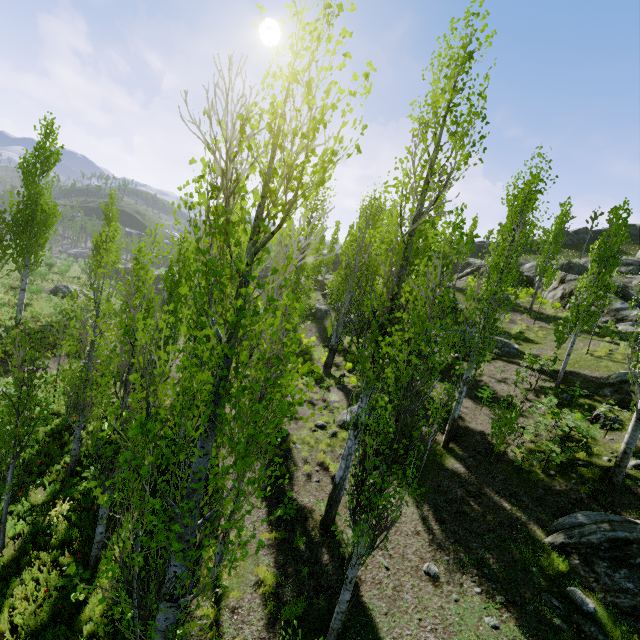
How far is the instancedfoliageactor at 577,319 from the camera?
13.2m

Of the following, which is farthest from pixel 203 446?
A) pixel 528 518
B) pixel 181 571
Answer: pixel 528 518

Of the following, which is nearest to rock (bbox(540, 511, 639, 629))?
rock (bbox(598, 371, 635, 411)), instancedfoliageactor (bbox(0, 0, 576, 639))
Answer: instancedfoliageactor (bbox(0, 0, 576, 639))

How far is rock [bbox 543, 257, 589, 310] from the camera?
26.70m

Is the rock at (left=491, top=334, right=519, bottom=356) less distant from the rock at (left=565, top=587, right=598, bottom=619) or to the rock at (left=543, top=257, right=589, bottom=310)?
the rock at (left=543, top=257, right=589, bottom=310)

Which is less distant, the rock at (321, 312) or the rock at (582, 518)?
the rock at (582, 518)

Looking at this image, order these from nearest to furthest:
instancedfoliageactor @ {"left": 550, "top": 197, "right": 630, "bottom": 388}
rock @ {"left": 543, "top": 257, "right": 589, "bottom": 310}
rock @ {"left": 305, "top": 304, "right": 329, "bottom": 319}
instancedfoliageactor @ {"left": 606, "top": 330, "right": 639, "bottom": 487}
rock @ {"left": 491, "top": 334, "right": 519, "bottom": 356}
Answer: instancedfoliageactor @ {"left": 606, "top": 330, "right": 639, "bottom": 487}
instancedfoliageactor @ {"left": 550, "top": 197, "right": 630, "bottom": 388}
rock @ {"left": 491, "top": 334, "right": 519, "bottom": 356}
rock @ {"left": 543, "top": 257, "right": 589, "bottom": 310}
rock @ {"left": 305, "top": 304, "right": 329, "bottom": 319}
